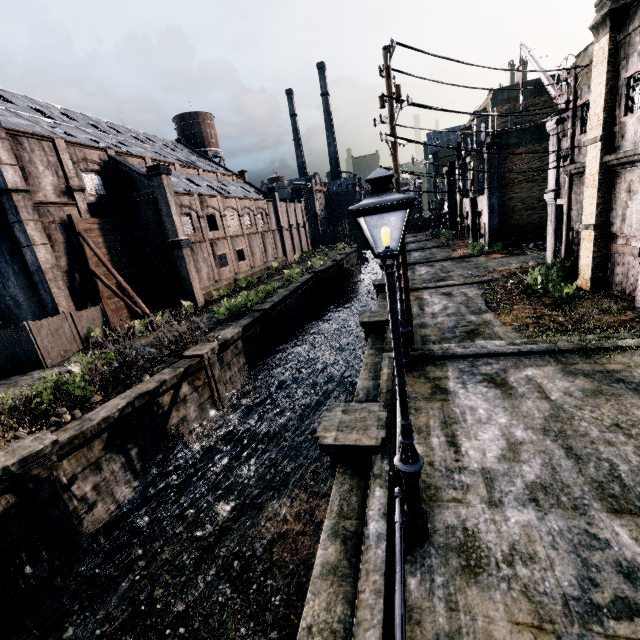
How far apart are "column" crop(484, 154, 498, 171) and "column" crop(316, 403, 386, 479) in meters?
29.1 m

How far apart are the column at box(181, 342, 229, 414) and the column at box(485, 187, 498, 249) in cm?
2765

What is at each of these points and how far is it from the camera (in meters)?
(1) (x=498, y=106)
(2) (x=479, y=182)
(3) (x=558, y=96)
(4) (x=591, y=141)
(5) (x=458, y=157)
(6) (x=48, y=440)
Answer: (1) building, 28.98
(2) building, 32.72
(3) crane, 19.61
(4) building, 13.88
(5) building, 44.38
(6) column, 10.72

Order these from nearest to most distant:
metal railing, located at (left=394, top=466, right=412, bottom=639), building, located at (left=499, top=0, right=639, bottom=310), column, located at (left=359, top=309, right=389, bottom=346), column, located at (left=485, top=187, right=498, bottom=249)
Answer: metal railing, located at (left=394, top=466, right=412, bottom=639), building, located at (left=499, top=0, right=639, bottom=310), column, located at (left=359, top=309, right=389, bottom=346), column, located at (left=485, top=187, right=498, bottom=249)

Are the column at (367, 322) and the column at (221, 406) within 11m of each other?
yes

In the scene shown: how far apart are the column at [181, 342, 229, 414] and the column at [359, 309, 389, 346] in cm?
789

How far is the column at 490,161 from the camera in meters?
29.4 m

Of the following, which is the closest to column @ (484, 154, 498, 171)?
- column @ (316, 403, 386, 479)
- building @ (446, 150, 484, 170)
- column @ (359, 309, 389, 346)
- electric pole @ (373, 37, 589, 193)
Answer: building @ (446, 150, 484, 170)
